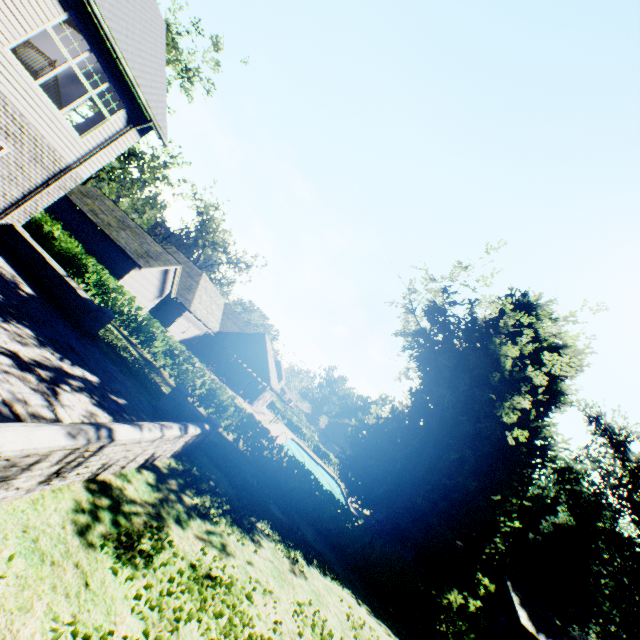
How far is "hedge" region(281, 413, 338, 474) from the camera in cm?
5558

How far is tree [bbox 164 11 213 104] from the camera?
24.22m

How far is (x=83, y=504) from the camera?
4.4m

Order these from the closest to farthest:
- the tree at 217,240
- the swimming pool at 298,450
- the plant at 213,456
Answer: the plant at 213,456, the swimming pool at 298,450, the tree at 217,240

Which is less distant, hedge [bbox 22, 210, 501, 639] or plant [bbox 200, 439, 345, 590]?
plant [bbox 200, 439, 345, 590]

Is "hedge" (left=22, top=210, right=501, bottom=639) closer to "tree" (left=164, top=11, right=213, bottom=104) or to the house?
"tree" (left=164, top=11, right=213, bottom=104)

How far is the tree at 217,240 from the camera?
53.7 meters

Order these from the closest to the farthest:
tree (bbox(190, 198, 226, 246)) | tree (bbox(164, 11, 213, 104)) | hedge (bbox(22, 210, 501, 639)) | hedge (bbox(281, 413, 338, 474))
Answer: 1. hedge (bbox(22, 210, 501, 639))
2. tree (bbox(164, 11, 213, 104))
3. tree (bbox(190, 198, 226, 246))
4. hedge (bbox(281, 413, 338, 474))
